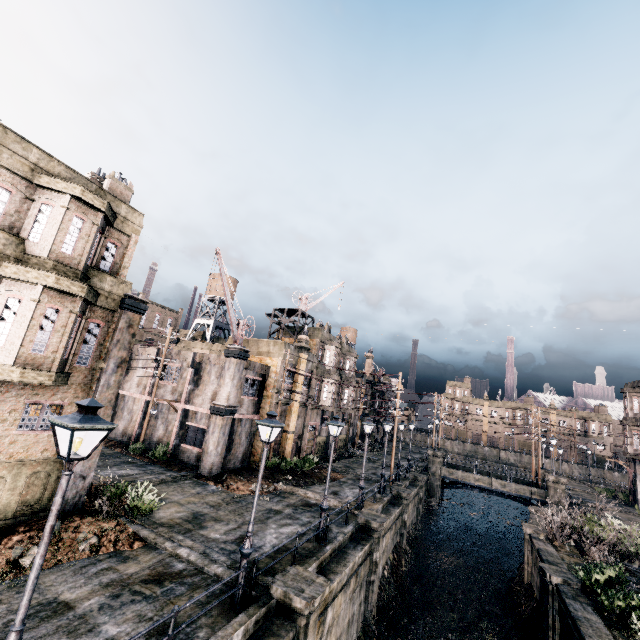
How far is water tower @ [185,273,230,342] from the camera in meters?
47.2 m

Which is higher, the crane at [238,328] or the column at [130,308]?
the crane at [238,328]

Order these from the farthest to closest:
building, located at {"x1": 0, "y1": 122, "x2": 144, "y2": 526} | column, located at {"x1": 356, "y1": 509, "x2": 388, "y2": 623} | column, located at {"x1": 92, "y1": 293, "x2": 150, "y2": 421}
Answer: column, located at {"x1": 356, "y1": 509, "x2": 388, "y2": 623}
column, located at {"x1": 92, "y1": 293, "x2": 150, "y2": 421}
building, located at {"x1": 0, "y1": 122, "x2": 144, "y2": 526}

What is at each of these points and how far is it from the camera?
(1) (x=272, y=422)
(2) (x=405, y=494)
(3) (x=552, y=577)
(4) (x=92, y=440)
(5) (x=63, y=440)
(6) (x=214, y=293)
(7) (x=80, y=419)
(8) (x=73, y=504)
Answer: (1) street light, 11.05m
(2) column, 25.48m
(3) column, 15.88m
(4) column, 13.98m
(5) building, 13.43m
(6) water tower, 48.47m
(7) street light, 5.64m
(8) column, 13.41m

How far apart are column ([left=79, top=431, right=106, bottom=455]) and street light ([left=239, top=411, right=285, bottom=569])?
7.93m

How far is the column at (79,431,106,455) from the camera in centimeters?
1370cm

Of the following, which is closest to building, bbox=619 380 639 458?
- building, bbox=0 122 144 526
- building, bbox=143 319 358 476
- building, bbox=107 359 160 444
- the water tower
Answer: building, bbox=0 122 144 526

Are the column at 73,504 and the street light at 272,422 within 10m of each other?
yes
